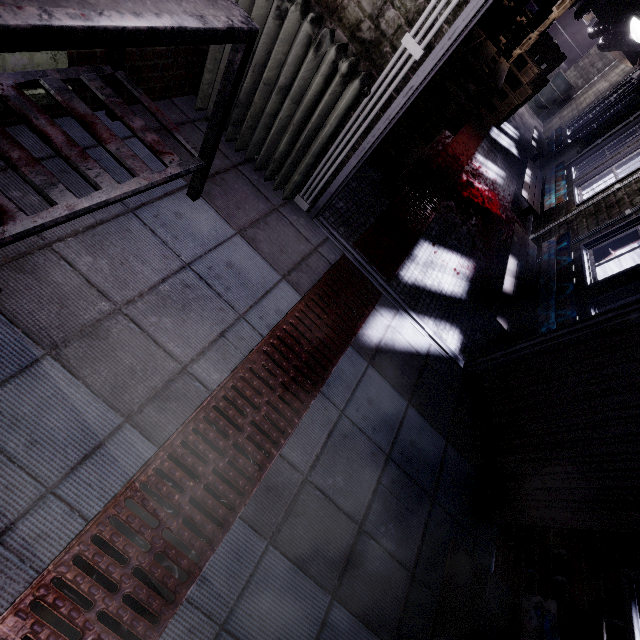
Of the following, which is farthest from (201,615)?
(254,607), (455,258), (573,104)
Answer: (573,104)

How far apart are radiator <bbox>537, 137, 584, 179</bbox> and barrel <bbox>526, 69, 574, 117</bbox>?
5.23m

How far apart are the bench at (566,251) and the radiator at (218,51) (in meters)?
1.83

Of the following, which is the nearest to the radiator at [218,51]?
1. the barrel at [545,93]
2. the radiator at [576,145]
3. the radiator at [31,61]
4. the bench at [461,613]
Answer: the radiator at [31,61]

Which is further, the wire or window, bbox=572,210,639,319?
window, bbox=572,210,639,319

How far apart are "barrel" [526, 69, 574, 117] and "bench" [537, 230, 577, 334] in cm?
931

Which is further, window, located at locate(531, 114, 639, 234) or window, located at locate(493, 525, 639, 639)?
window, located at locate(531, 114, 639, 234)

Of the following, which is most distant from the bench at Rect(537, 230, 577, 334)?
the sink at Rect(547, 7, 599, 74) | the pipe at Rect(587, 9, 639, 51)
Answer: the sink at Rect(547, 7, 599, 74)
